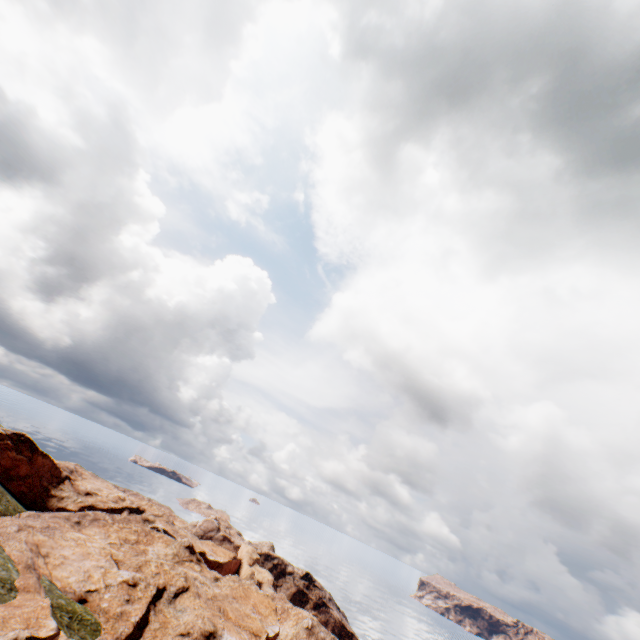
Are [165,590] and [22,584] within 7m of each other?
no
